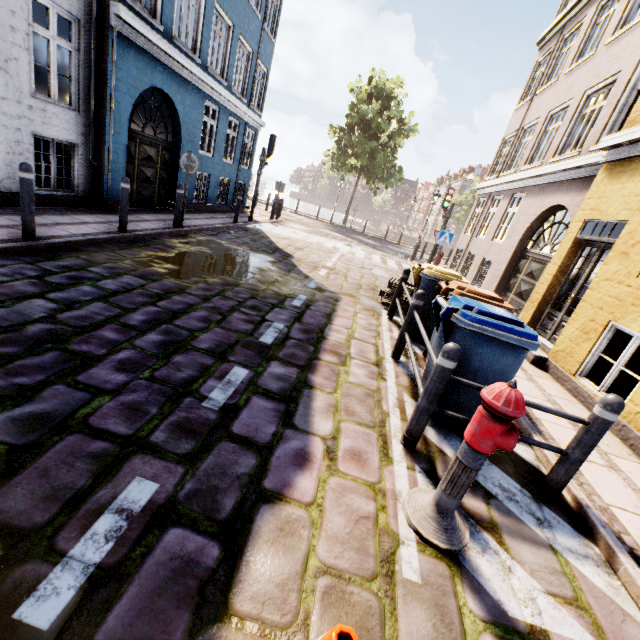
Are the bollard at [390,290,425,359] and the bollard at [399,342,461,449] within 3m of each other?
yes

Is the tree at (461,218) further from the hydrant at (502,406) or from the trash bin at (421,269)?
the hydrant at (502,406)

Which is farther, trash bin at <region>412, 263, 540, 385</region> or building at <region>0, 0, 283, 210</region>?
building at <region>0, 0, 283, 210</region>

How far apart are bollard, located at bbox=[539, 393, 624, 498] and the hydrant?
1.2m

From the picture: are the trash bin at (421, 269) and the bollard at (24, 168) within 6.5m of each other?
yes

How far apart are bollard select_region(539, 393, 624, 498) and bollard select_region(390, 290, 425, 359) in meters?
2.3

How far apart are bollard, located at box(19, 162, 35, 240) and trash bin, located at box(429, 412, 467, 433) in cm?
593

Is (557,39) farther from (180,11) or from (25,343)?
(25,343)
